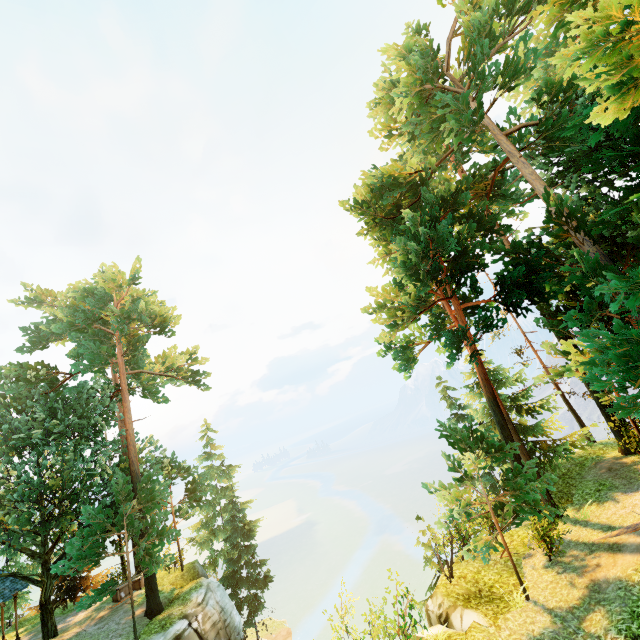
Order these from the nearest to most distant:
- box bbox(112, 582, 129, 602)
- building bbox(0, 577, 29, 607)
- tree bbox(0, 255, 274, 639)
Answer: tree bbox(0, 255, 274, 639)
building bbox(0, 577, 29, 607)
box bbox(112, 582, 129, 602)

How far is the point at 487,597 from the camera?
10.68m

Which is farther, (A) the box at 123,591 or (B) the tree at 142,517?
(A) the box at 123,591

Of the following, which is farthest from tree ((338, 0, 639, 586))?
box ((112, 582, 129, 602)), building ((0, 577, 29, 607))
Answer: box ((112, 582, 129, 602))

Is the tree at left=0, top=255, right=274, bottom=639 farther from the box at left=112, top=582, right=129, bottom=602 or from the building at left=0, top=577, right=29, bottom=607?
the box at left=112, top=582, right=129, bottom=602
